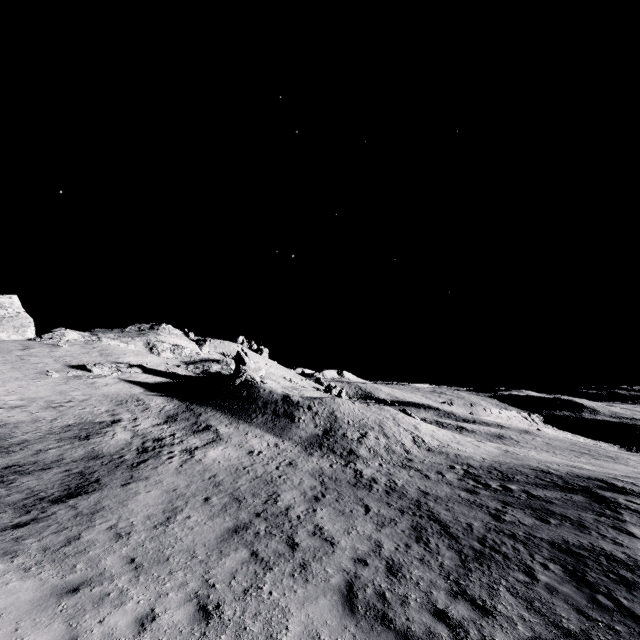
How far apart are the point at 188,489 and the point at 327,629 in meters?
8.4
